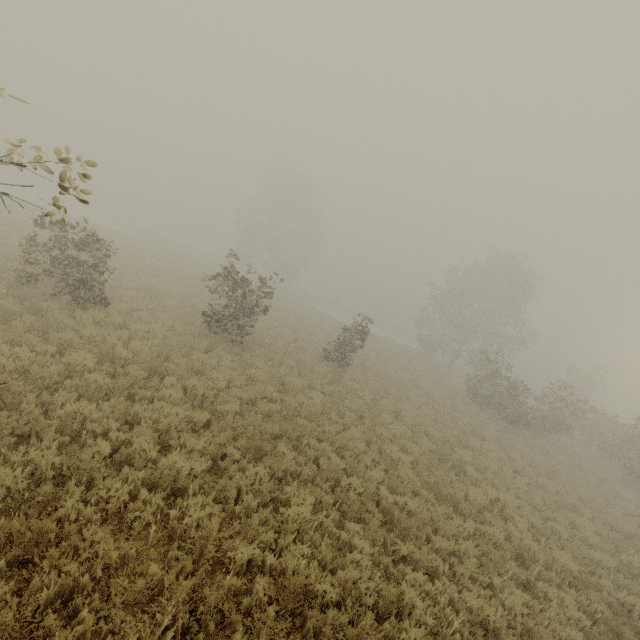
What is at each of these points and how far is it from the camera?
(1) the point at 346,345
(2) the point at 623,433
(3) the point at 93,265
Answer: (1) tree, 17.94m
(2) tree, 20.20m
(3) tree, 11.43m

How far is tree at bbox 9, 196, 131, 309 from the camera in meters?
10.5 m

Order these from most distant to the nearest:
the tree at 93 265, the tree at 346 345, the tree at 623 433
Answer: the tree at 623 433
the tree at 346 345
the tree at 93 265

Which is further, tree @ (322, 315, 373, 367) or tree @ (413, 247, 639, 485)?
tree @ (413, 247, 639, 485)

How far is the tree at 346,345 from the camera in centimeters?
1752cm
